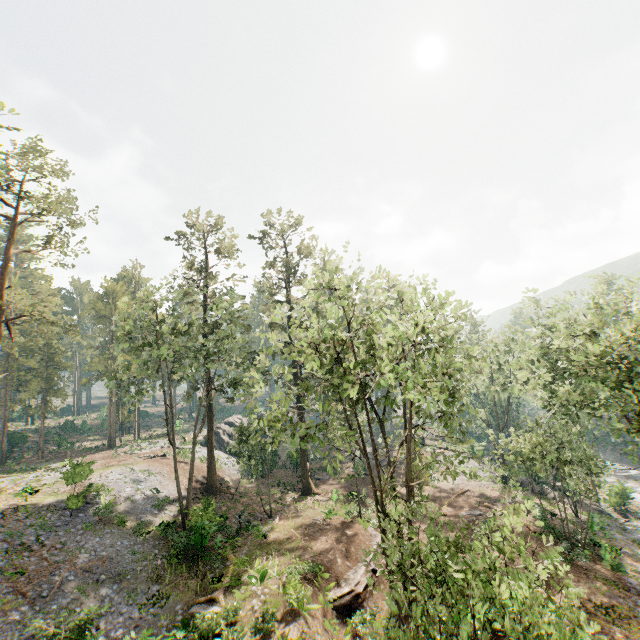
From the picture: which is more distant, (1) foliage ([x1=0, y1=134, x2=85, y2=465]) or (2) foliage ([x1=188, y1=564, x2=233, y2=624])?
(1) foliage ([x1=0, y1=134, x2=85, y2=465])

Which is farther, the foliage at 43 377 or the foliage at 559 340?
the foliage at 43 377

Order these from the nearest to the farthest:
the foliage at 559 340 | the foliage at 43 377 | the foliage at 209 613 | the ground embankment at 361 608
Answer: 1. the foliage at 559 340
2. the foliage at 209 613
3. the ground embankment at 361 608
4. the foliage at 43 377

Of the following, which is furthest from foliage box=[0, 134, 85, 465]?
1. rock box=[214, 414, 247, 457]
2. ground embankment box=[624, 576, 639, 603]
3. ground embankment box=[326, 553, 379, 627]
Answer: rock box=[214, 414, 247, 457]

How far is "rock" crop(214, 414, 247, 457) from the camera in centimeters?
4487cm

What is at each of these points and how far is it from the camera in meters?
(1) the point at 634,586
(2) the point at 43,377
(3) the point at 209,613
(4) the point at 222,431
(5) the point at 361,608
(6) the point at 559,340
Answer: (1) ground embankment, 18.9 m
(2) foliage, 44.1 m
(3) foliage, 16.2 m
(4) rock, 47.3 m
(5) ground embankment, 18.2 m
(6) foliage, 19.6 m

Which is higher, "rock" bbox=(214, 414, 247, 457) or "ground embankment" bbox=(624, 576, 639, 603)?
"rock" bbox=(214, 414, 247, 457)

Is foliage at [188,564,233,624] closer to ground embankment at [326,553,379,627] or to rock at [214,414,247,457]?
ground embankment at [326,553,379,627]
